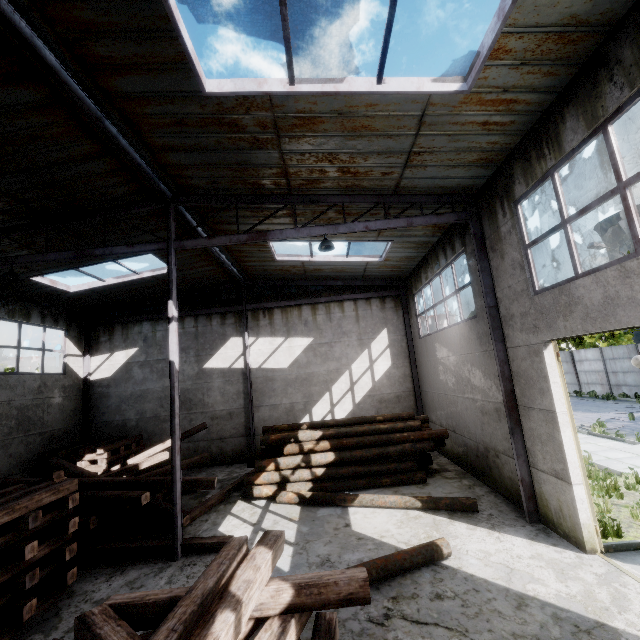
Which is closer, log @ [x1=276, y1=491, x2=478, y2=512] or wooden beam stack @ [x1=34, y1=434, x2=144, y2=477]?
log @ [x1=276, y1=491, x2=478, y2=512]

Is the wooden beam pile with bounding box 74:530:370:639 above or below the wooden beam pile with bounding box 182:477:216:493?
above

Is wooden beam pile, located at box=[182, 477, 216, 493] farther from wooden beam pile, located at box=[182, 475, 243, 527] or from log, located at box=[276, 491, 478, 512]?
log, located at box=[276, 491, 478, 512]

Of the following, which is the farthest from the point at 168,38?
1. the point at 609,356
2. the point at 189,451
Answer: the point at 609,356

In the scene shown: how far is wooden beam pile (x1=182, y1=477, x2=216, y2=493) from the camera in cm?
871

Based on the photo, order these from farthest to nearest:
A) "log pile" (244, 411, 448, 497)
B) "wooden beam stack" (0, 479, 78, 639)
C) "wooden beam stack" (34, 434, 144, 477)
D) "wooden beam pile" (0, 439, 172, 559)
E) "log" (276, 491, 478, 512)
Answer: "wooden beam stack" (34, 434, 144, 477)
"log pile" (244, 411, 448, 497)
"log" (276, 491, 478, 512)
"wooden beam pile" (0, 439, 172, 559)
"wooden beam stack" (0, 479, 78, 639)

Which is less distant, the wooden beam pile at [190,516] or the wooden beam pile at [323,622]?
the wooden beam pile at [323,622]

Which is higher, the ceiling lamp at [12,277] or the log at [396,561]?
the ceiling lamp at [12,277]
